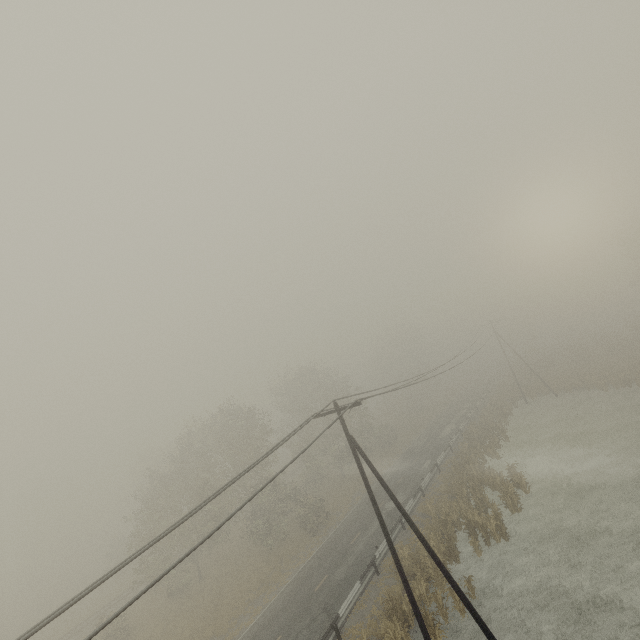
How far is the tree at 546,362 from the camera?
56.47m

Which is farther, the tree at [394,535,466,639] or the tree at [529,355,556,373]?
the tree at [529,355,556,373]

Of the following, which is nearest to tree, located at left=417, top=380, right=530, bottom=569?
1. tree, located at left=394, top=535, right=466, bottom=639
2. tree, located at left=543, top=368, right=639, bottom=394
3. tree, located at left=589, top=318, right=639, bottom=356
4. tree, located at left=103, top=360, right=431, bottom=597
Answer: tree, located at left=394, top=535, right=466, bottom=639

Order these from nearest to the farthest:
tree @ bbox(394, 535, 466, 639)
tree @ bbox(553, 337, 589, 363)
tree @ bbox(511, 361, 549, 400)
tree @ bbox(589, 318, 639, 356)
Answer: tree @ bbox(394, 535, 466, 639)
tree @ bbox(511, 361, 549, 400)
tree @ bbox(589, 318, 639, 356)
tree @ bbox(553, 337, 589, 363)

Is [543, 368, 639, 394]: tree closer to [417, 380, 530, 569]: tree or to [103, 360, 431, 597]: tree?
[417, 380, 530, 569]: tree

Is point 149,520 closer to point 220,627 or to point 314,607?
point 220,627

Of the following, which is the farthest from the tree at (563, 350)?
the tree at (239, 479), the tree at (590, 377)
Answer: the tree at (239, 479)

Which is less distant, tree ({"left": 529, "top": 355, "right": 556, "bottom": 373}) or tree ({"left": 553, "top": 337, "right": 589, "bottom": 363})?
tree ({"left": 553, "top": 337, "right": 589, "bottom": 363})
